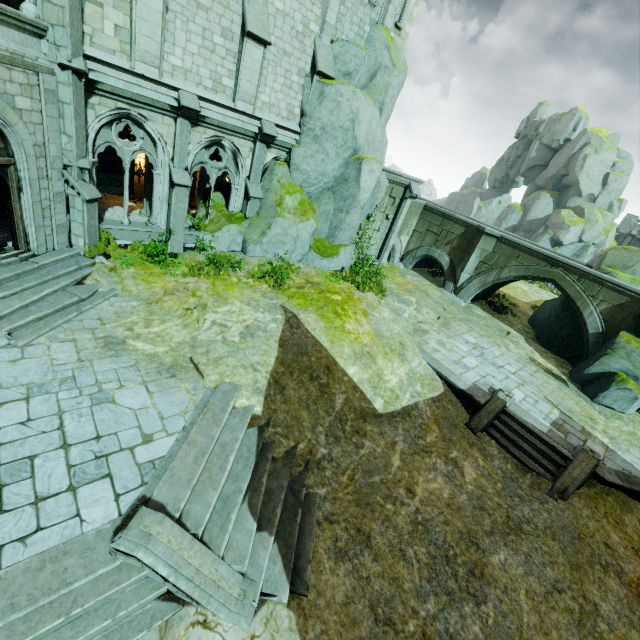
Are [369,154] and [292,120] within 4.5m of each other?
yes

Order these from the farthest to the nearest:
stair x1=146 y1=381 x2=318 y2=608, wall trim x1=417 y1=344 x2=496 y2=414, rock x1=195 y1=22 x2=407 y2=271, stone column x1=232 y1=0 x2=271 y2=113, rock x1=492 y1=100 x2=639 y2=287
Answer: rock x1=492 y1=100 x2=639 y2=287 → rock x1=195 y1=22 x2=407 y2=271 → wall trim x1=417 y1=344 x2=496 y2=414 → stone column x1=232 y1=0 x2=271 y2=113 → stair x1=146 y1=381 x2=318 y2=608

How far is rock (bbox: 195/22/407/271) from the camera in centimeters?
1360cm

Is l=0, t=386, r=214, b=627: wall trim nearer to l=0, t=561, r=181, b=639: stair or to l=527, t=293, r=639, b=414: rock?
l=0, t=561, r=181, b=639: stair

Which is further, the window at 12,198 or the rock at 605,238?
the rock at 605,238

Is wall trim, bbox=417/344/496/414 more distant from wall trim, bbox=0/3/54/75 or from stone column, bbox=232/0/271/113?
wall trim, bbox=0/3/54/75

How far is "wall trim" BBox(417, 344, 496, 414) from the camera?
12.3m

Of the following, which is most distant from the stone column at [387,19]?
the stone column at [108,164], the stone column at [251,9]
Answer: the stone column at [108,164]
